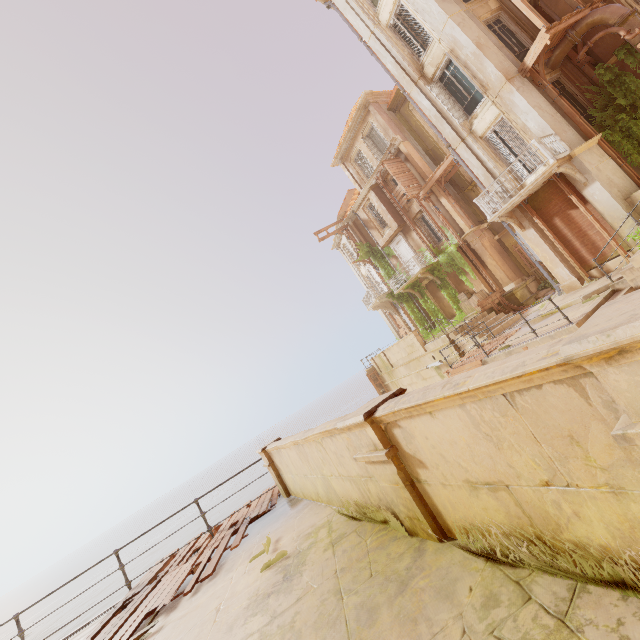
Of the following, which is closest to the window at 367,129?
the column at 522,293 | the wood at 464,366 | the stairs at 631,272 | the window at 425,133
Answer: the window at 425,133

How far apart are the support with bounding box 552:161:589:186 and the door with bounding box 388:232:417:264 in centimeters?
1249cm

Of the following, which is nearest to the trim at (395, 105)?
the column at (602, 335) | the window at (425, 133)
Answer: the window at (425, 133)

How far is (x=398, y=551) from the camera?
2.9 meters

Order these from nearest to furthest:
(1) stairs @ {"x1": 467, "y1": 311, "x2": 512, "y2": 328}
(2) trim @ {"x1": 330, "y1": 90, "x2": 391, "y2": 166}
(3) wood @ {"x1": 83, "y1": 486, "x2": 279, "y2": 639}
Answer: (3) wood @ {"x1": 83, "y1": 486, "x2": 279, "y2": 639}, (1) stairs @ {"x1": 467, "y1": 311, "x2": 512, "y2": 328}, (2) trim @ {"x1": 330, "y1": 90, "x2": 391, "y2": 166}

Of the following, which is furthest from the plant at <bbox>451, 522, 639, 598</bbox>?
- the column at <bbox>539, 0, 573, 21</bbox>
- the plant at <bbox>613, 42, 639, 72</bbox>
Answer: the column at <bbox>539, 0, 573, 21</bbox>

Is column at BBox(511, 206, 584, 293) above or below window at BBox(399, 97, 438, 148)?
below

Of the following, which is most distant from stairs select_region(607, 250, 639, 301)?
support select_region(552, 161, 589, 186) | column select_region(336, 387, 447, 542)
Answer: column select_region(336, 387, 447, 542)
